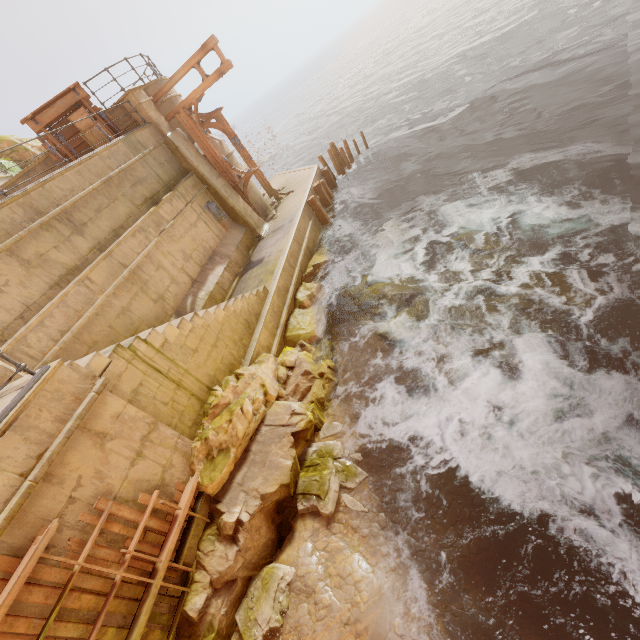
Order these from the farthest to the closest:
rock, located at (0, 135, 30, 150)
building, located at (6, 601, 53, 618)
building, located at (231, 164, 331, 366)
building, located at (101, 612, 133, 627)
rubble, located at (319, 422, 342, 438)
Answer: rock, located at (0, 135, 30, 150) < building, located at (231, 164, 331, 366) < rubble, located at (319, 422, 342, 438) < building, located at (101, 612, 133, 627) < building, located at (6, 601, 53, 618)

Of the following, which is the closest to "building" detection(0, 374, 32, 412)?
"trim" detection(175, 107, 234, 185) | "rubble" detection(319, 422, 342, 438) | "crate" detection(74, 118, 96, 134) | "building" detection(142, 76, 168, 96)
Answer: "crate" detection(74, 118, 96, 134)

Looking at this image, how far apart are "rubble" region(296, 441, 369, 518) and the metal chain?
9.97m

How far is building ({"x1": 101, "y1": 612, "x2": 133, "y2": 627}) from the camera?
4.5 meters

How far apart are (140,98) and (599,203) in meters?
15.5 m

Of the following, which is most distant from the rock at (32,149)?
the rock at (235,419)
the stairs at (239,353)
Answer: the rock at (235,419)

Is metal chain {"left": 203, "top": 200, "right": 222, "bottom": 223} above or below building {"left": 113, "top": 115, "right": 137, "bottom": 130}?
below

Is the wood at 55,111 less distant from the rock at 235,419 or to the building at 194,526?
the building at 194,526
